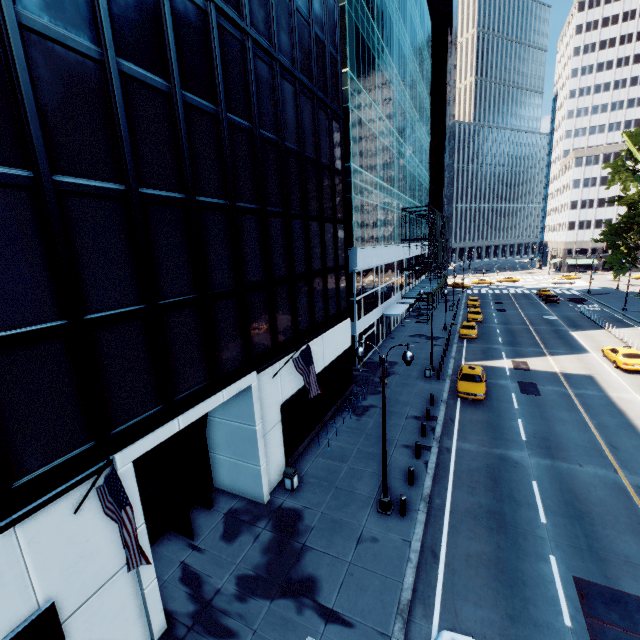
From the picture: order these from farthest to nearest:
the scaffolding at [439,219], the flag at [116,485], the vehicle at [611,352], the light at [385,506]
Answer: the scaffolding at [439,219], the vehicle at [611,352], the light at [385,506], the flag at [116,485]

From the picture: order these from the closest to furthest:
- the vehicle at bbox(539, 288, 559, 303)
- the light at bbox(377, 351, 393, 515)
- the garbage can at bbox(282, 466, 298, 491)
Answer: the light at bbox(377, 351, 393, 515)
the garbage can at bbox(282, 466, 298, 491)
the vehicle at bbox(539, 288, 559, 303)

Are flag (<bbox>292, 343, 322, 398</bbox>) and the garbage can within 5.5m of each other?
yes

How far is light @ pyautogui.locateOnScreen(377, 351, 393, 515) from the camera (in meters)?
12.40

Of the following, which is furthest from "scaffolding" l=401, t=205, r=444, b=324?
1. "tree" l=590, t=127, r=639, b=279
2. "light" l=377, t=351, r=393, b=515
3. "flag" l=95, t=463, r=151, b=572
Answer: "flag" l=95, t=463, r=151, b=572

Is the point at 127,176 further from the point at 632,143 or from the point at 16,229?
the point at 632,143

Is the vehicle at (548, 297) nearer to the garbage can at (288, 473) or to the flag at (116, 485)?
the garbage can at (288, 473)

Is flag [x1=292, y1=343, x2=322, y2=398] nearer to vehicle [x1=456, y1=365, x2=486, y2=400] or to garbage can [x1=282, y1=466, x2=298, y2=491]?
garbage can [x1=282, y1=466, x2=298, y2=491]
